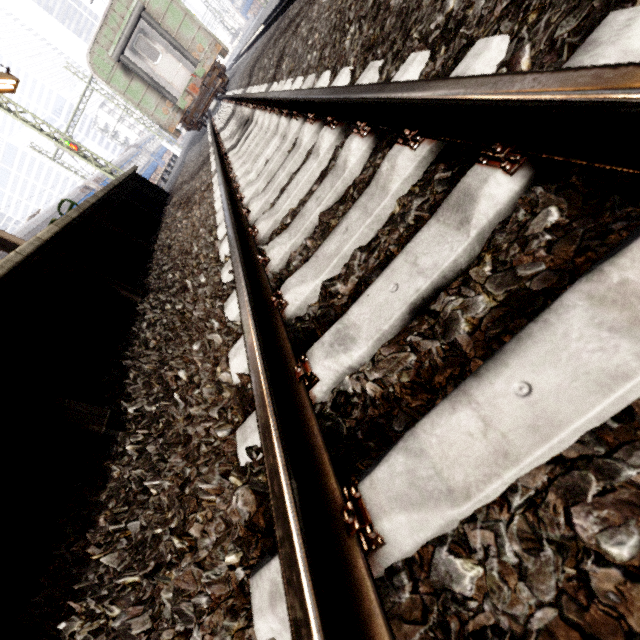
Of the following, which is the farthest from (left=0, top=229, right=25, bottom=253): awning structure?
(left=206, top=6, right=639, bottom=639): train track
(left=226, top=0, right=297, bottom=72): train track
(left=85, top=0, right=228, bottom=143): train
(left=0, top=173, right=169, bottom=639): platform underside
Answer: (left=226, top=0, right=297, bottom=72): train track

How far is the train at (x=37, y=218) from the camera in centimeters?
1381cm

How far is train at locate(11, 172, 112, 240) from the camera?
13.81m

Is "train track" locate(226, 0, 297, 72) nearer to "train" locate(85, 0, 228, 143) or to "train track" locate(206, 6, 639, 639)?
"train" locate(85, 0, 228, 143)

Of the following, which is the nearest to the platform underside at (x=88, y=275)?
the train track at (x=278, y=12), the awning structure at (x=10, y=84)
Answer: the awning structure at (x=10, y=84)

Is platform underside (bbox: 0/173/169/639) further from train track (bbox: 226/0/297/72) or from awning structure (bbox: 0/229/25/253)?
train track (bbox: 226/0/297/72)

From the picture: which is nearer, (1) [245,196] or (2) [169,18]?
(1) [245,196]

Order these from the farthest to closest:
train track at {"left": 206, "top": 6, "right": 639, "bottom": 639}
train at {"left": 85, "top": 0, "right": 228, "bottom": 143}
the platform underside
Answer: train at {"left": 85, "top": 0, "right": 228, "bottom": 143} → the platform underside → train track at {"left": 206, "top": 6, "right": 639, "bottom": 639}
